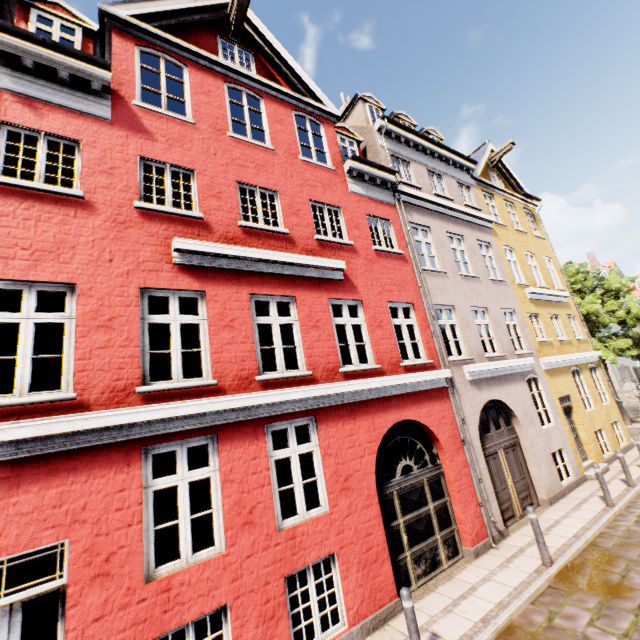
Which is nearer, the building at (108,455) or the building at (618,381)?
the building at (108,455)

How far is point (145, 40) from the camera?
7.39m

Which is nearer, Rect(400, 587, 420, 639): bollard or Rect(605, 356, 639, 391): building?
Rect(400, 587, 420, 639): bollard

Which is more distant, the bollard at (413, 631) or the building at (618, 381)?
the building at (618, 381)

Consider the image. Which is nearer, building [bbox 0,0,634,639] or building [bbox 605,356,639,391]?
building [bbox 0,0,634,639]
